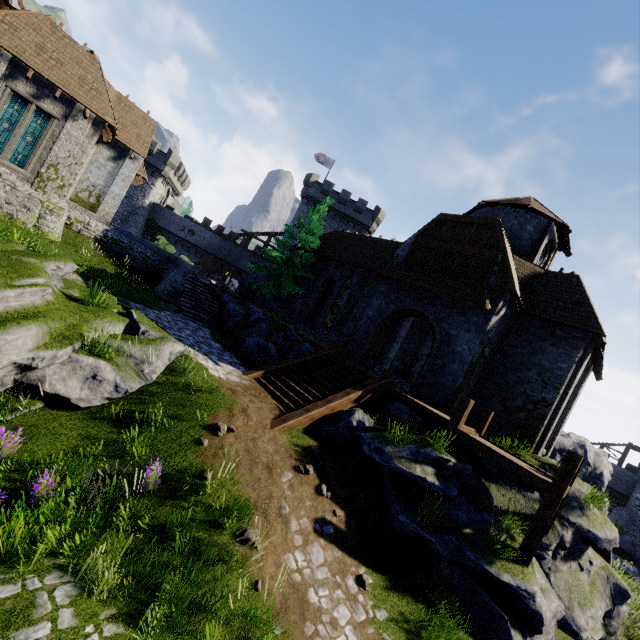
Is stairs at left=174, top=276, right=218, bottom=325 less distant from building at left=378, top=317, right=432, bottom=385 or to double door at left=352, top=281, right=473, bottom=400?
building at left=378, top=317, right=432, bottom=385

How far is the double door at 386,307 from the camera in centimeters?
1424cm

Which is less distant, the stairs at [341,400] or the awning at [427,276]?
the stairs at [341,400]

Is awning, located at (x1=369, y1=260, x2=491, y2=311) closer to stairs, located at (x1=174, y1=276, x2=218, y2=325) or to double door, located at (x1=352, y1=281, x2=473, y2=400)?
double door, located at (x1=352, y1=281, x2=473, y2=400)

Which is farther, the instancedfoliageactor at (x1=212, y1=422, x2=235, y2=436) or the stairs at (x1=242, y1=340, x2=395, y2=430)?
the stairs at (x1=242, y1=340, x2=395, y2=430)

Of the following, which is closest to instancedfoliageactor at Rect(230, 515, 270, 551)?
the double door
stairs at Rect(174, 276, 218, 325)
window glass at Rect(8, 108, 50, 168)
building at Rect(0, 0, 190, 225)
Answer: the double door

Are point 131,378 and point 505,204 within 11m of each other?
no

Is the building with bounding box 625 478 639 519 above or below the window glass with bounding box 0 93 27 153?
below
